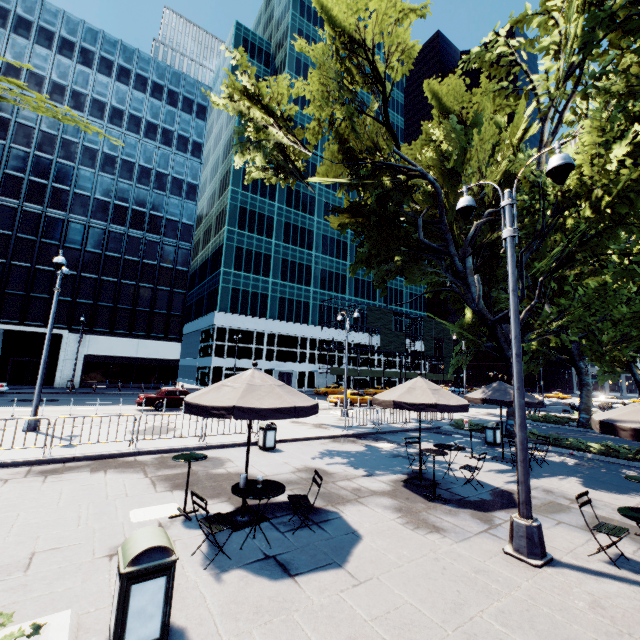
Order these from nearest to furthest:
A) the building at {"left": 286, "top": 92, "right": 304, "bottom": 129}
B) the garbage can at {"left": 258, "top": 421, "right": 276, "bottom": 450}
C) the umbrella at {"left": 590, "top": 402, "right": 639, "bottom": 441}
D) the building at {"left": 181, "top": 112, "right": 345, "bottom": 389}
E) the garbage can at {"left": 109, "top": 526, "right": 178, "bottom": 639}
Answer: the garbage can at {"left": 109, "top": 526, "right": 178, "bottom": 639}, the umbrella at {"left": 590, "top": 402, "right": 639, "bottom": 441}, the garbage can at {"left": 258, "top": 421, "right": 276, "bottom": 450}, the building at {"left": 181, "top": 112, "right": 345, "bottom": 389}, the building at {"left": 286, "top": 92, "right": 304, "bottom": 129}

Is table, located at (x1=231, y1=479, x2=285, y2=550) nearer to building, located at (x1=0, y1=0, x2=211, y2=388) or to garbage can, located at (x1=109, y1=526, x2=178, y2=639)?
garbage can, located at (x1=109, y1=526, x2=178, y2=639)

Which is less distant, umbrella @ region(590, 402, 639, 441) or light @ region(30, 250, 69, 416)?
umbrella @ region(590, 402, 639, 441)

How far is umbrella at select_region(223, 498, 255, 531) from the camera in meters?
6.1 m

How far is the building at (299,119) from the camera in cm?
5850

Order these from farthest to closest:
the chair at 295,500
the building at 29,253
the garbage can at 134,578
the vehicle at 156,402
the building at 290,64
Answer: the building at 290,64 → the building at 29,253 → the vehicle at 156,402 → the chair at 295,500 → the garbage can at 134,578

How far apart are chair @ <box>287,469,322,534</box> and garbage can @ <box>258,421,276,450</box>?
5.8 meters

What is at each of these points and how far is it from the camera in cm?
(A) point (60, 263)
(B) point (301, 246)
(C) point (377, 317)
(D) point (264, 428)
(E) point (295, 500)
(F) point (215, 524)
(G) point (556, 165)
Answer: (A) light, 1325
(B) building, 5650
(C) scaffolding, 5959
(D) garbage can, 1218
(E) chair, 624
(F) chair, 514
(G) light, 585
